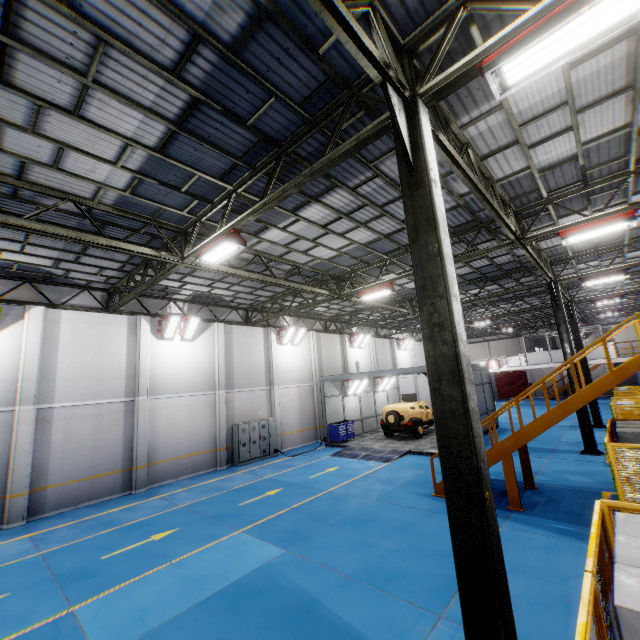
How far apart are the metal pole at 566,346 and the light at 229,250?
14.88m

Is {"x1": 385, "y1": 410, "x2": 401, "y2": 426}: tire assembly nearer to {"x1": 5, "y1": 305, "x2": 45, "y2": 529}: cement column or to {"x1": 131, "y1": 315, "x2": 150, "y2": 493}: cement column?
{"x1": 131, "y1": 315, "x2": 150, "y2": 493}: cement column

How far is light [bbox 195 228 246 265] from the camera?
7.9m

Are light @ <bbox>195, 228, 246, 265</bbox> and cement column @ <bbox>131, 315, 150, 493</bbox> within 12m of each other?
yes

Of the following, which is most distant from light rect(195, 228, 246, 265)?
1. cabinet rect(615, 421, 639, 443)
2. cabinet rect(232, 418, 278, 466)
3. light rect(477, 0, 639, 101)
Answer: cabinet rect(232, 418, 278, 466)

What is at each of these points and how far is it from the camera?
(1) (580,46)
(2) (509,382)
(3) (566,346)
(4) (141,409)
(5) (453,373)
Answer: (1) light, 3.7 meters
(2) door, 43.4 meters
(3) metal pole, 15.3 meters
(4) cement column, 14.8 meters
(5) metal pole, 3.9 meters

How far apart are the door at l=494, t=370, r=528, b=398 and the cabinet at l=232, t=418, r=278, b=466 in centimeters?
A: 3653cm

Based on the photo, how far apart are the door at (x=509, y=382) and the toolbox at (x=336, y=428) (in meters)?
31.57
